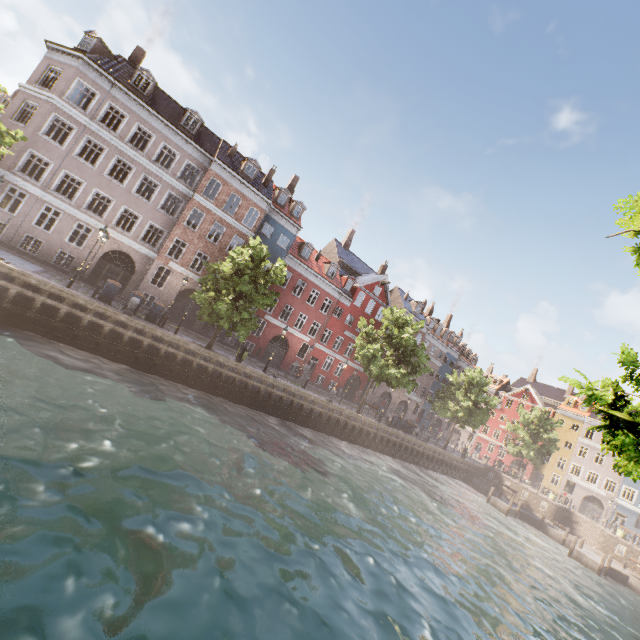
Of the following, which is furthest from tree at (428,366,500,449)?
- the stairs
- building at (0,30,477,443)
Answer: the stairs

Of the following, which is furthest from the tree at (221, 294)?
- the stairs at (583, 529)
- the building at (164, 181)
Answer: the stairs at (583, 529)

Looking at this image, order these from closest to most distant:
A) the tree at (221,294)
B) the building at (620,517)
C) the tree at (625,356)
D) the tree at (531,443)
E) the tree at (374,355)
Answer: the tree at (625,356) → the tree at (221,294) → the tree at (374,355) → the tree at (531,443) → the building at (620,517)

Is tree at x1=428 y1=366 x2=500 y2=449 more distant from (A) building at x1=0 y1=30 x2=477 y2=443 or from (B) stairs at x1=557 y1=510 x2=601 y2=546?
(B) stairs at x1=557 y1=510 x2=601 y2=546

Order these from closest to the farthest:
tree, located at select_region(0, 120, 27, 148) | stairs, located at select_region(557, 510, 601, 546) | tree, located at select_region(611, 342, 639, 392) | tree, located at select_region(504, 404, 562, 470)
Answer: tree, located at select_region(611, 342, 639, 392) < tree, located at select_region(0, 120, 27, 148) < stairs, located at select_region(557, 510, 601, 546) < tree, located at select_region(504, 404, 562, 470)

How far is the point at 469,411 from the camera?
36.6 meters

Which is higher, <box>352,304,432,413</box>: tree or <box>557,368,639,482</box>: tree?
<box>352,304,432,413</box>: tree
